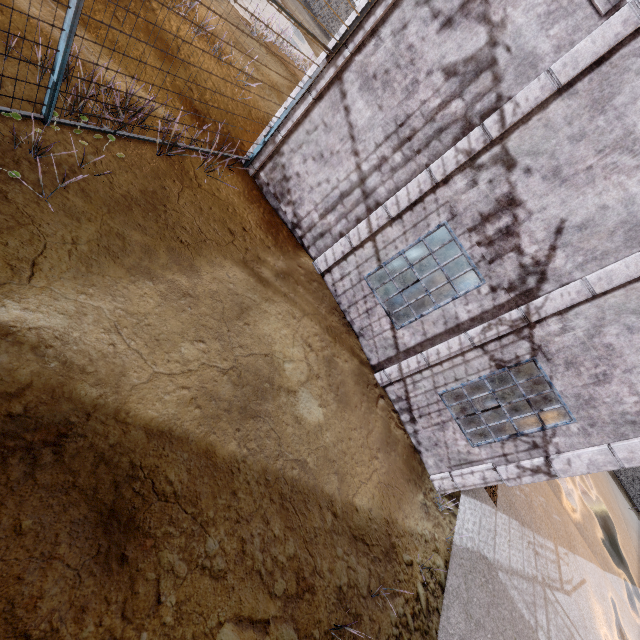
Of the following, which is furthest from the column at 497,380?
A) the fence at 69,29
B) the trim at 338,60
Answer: the fence at 69,29

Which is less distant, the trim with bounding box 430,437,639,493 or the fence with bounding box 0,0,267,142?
the fence with bounding box 0,0,267,142

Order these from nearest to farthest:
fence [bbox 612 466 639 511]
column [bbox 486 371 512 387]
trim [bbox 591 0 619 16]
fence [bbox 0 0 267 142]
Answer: fence [bbox 0 0 267 142], trim [bbox 591 0 619 16], column [bbox 486 371 512 387], fence [bbox 612 466 639 511]

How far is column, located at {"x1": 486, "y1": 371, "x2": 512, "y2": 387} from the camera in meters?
10.4

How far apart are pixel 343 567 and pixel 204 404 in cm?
290

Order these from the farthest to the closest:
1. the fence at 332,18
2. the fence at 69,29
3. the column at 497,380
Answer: the column at 497,380
the fence at 332,18
the fence at 69,29

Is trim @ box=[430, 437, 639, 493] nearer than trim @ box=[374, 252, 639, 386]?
No

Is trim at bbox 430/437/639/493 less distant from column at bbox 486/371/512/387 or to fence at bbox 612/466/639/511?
fence at bbox 612/466/639/511
